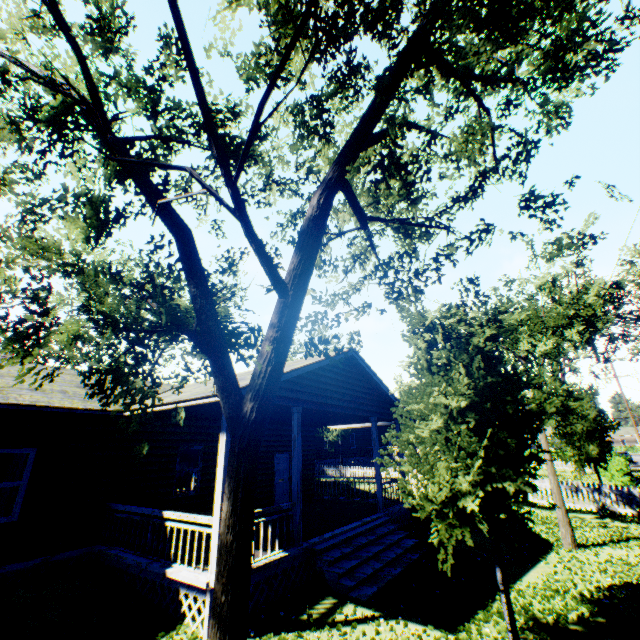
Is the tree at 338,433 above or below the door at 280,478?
above

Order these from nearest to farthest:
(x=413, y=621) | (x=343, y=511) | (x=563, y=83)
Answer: (x=563, y=83)
(x=413, y=621)
(x=343, y=511)

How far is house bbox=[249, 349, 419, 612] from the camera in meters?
7.8

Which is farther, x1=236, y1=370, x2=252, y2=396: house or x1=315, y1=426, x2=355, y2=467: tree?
x1=315, y1=426, x2=355, y2=467: tree

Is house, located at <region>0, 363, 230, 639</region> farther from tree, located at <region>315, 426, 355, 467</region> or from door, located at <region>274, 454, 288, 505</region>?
tree, located at <region>315, 426, 355, 467</region>

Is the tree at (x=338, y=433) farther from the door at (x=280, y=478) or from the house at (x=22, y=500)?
the door at (x=280, y=478)

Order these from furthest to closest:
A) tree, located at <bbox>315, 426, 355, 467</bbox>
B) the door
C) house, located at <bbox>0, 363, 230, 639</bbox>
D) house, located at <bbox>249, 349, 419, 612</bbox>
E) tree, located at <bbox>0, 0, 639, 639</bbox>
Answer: tree, located at <bbox>315, 426, 355, 467</bbox>, the door, house, located at <bbox>249, 349, 419, 612</bbox>, house, located at <bbox>0, 363, 230, 639</bbox>, tree, located at <bbox>0, 0, 639, 639</bbox>
